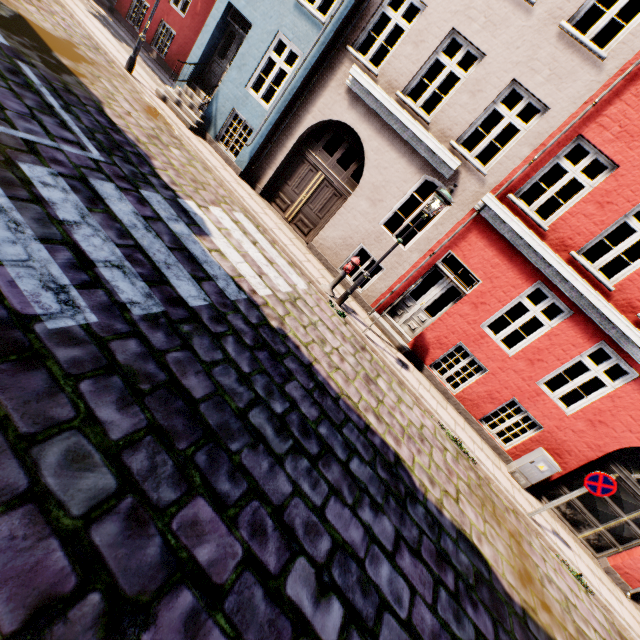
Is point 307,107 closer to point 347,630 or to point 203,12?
point 203,12

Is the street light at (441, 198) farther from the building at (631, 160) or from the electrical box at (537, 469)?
the electrical box at (537, 469)

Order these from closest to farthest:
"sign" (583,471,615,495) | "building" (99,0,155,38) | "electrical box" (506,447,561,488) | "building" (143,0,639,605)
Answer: "sign" (583,471,615,495) → "building" (143,0,639,605) → "electrical box" (506,447,561,488) → "building" (99,0,155,38)

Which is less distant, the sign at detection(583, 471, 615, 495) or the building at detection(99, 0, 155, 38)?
the sign at detection(583, 471, 615, 495)

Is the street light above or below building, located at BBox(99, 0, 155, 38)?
above

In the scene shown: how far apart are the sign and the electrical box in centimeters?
124cm

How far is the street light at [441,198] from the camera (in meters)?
7.04

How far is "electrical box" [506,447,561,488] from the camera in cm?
816
